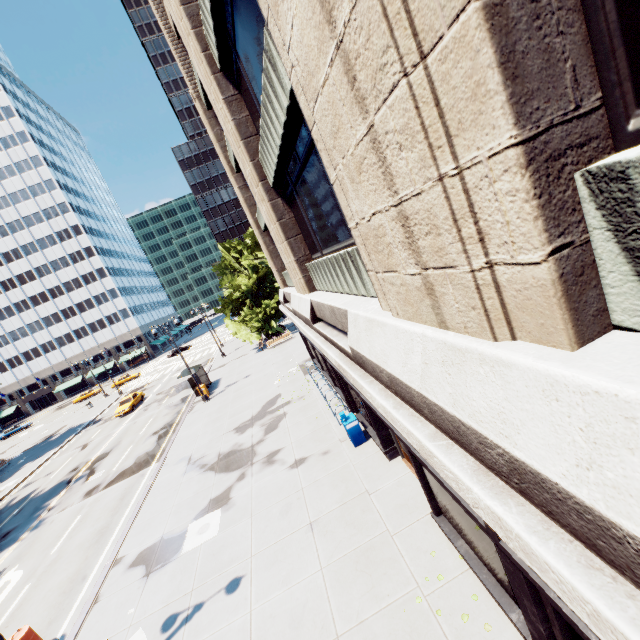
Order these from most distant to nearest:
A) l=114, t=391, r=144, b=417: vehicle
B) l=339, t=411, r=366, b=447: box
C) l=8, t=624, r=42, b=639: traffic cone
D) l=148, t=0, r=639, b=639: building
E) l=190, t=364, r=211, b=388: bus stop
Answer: l=114, t=391, r=144, b=417: vehicle < l=190, t=364, r=211, b=388: bus stop < l=339, t=411, r=366, b=447: box < l=8, t=624, r=42, b=639: traffic cone < l=148, t=0, r=639, b=639: building

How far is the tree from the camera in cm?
3569

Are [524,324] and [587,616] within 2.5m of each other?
yes

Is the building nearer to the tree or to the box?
the box

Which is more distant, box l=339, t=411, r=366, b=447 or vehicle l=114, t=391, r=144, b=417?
vehicle l=114, t=391, r=144, b=417

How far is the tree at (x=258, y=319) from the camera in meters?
35.7 m

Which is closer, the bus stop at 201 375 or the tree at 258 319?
the bus stop at 201 375

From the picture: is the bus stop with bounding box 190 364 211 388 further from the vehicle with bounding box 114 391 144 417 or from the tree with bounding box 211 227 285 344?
the vehicle with bounding box 114 391 144 417
